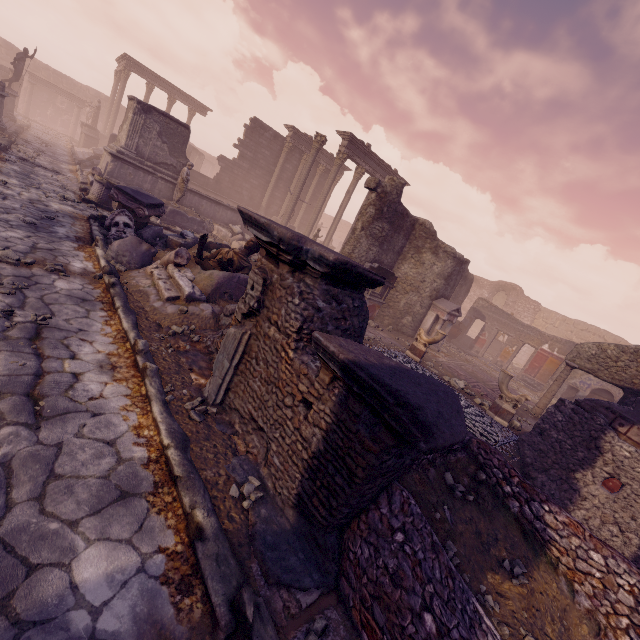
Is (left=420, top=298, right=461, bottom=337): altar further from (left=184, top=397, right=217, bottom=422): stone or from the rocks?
the rocks

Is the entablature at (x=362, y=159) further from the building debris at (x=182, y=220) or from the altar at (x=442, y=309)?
the altar at (x=442, y=309)

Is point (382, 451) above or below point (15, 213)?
above

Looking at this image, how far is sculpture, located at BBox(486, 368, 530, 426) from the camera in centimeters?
834cm

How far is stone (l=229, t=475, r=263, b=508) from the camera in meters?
2.8 m

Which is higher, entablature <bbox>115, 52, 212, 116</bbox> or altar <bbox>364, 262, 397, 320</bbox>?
entablature <bbox>115, 52, 212, 116</bbox>

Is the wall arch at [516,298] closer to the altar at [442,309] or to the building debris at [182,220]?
the altar at [442,309]

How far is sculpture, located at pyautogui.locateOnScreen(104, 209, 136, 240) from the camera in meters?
7.5 m
